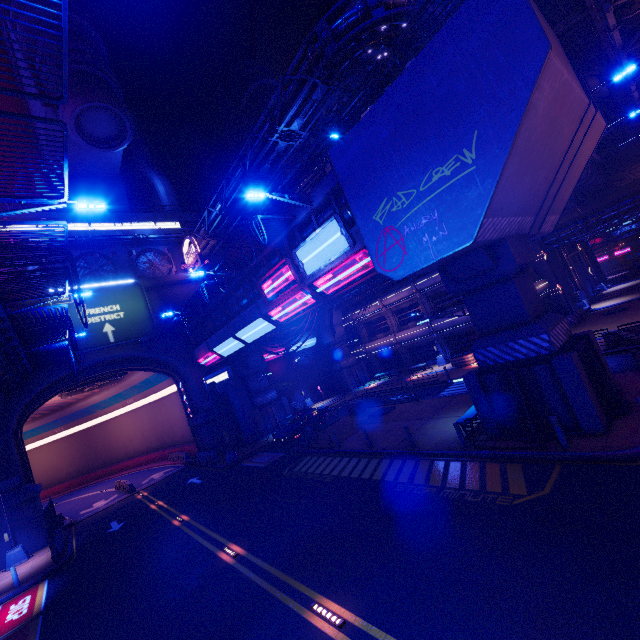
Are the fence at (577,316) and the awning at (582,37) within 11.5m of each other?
no

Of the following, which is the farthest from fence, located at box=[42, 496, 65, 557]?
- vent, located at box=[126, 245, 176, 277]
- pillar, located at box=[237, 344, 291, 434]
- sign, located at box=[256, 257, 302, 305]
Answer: vent, located at box=[126, 245, 176, 277]

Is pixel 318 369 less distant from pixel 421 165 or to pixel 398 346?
pixel 398 346

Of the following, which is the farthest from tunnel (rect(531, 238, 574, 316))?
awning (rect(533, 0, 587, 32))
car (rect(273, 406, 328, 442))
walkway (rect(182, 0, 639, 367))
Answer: car (rect(273, 406, 328, 442))

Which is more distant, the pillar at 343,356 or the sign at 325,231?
the pillar at 343,356

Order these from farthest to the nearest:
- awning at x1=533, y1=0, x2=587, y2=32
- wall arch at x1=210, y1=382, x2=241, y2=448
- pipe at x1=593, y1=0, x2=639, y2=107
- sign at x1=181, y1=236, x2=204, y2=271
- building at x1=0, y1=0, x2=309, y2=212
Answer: sign at x1=181, y1=236, x2=204, y2=271, wall arch at x1=210, y1=382, x2=241, y2=448, building at x1=0, y1=0, x2=309, y2=212, awning at x1=533, y1=0, x2=587, y2=32, pipe at x1=593, y1=0, x2=639, y2=107

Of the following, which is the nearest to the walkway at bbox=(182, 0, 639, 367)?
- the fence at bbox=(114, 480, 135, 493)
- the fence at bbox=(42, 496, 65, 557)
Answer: the fence at bbox=(114, 480, 135, 493)

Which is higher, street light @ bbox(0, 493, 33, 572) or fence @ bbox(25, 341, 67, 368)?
fence @ bbox(25, 341, 67, 368)
